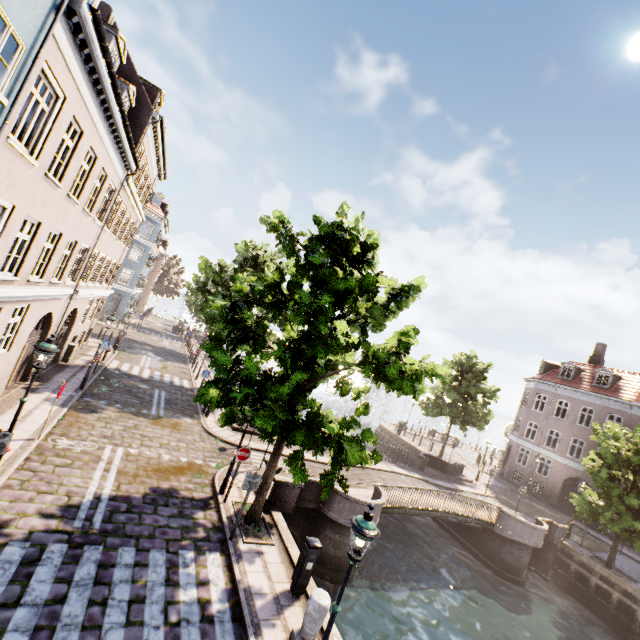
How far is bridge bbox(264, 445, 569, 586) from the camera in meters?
12.6 m

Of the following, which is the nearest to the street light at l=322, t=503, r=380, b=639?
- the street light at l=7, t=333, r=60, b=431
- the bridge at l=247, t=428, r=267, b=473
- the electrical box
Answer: the bridge at l=247, t=428, r=267, b=473

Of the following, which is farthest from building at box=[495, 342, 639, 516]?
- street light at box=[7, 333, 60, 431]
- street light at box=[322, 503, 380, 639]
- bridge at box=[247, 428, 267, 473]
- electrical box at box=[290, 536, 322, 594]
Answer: street light at box=[7, 333, 60, 431]

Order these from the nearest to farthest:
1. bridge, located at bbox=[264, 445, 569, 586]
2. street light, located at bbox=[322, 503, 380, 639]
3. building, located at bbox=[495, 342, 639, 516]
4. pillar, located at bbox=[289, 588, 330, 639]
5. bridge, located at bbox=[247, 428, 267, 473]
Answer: street light, located at bbox=[322, 503, 380, 639], pillar, located at bbox=[289, 588, 330, 639], bridge, located at bbox=[264, 445, 569, 586], bridge, located at bbox=[247, 428, 267, 473], building, located at bbox=[495, 342, 639, 516]

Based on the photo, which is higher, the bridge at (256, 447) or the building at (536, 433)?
the building at (536, 433)

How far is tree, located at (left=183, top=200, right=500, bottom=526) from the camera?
7.98m

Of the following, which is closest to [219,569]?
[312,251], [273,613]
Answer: [273,613]

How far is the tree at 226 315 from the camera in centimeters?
798cm
